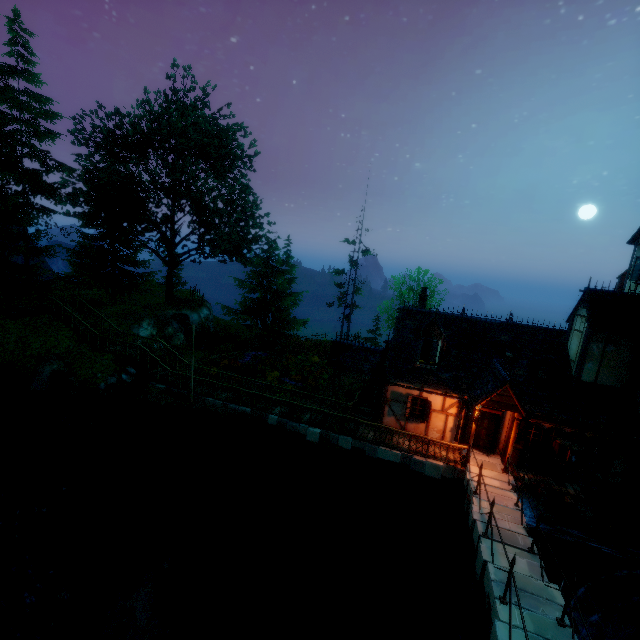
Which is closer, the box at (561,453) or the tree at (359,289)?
the box at (561,453)

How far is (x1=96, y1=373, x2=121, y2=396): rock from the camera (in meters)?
18.70

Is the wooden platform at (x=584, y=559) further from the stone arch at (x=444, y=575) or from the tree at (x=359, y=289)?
the tree at (x=359, y=289)

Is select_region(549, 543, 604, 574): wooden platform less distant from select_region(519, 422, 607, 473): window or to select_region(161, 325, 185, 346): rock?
select_region(519, 422, 607, 473): window

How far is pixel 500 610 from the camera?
8.36m

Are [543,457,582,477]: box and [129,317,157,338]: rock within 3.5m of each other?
no

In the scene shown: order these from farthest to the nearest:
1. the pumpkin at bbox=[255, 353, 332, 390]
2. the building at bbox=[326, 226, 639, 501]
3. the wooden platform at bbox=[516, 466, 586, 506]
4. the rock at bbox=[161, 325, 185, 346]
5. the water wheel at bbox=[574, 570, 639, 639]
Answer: the rock at bbox=[161, 325, 185, 346]
the pumpkin at bbox=[255, 353, 332, 390]
the building at bbox=[326, 226, 639, 501]
the wooden platform at bbox=[516, 466, 586, 506]
the water wheel at bbox=[574, 570, 639, 639]

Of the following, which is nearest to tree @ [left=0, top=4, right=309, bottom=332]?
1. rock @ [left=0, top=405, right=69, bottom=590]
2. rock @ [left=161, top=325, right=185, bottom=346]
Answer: rock @ [left=161, top=325, right=185, bottom=346]
